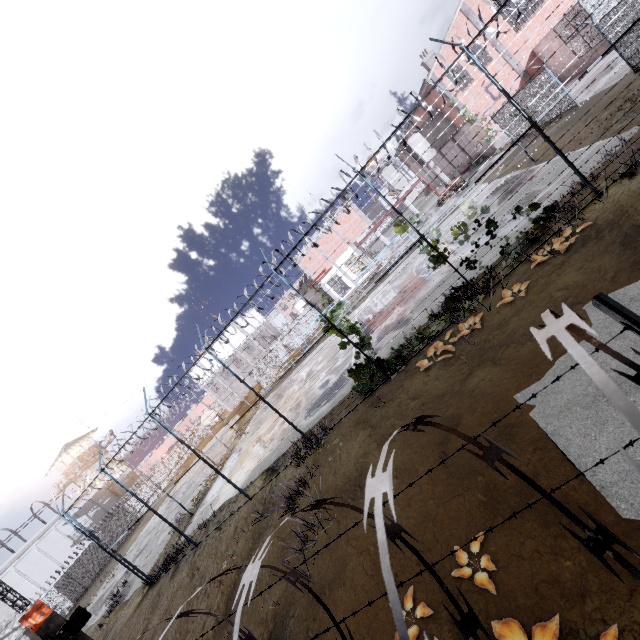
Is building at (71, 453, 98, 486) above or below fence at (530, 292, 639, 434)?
above

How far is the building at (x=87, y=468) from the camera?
46.9 meters

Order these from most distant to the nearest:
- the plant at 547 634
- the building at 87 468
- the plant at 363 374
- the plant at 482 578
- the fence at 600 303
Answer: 1. the building at 87 468
2. the plant at 363 374
3. the plant at 482 578
4. the plant at 547 634
5. the fence at 600 303

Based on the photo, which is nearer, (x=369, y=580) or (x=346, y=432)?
(x=369, y=580)

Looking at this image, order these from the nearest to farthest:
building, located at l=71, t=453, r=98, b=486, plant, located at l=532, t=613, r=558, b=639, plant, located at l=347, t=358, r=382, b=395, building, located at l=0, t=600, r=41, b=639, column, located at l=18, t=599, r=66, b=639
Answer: plant, located at l=532, t=613, r=558, b=639 < plant, located at l=347, t=358, r=382, b=395 < column, located at l=18, t=599, r=66, b=639 < building, located at l=0, t=600, r=41, b=639 < building, located at l=71, t=453, r=98, b=486

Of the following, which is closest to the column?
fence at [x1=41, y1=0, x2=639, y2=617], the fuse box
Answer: the fuse box

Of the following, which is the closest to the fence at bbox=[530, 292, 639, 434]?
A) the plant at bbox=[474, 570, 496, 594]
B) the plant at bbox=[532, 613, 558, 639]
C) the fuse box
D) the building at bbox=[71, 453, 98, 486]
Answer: the plant at bbox=[532, 613, 558, 639]

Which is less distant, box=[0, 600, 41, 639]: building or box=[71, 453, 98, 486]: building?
box=[0, 600, 41, 639]: building
